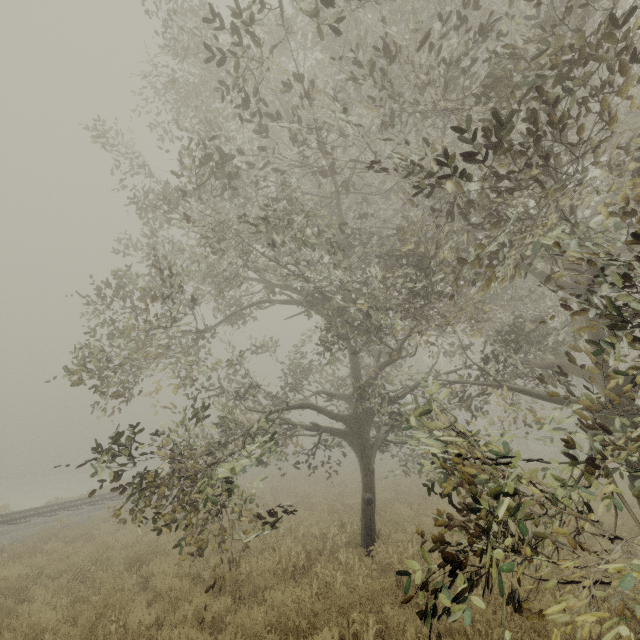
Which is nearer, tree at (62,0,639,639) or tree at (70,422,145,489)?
tree at (62,0,639,639)

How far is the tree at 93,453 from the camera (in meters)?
5.19

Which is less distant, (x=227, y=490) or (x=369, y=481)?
(x=227, y=490)

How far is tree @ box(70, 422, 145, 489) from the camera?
5.19m

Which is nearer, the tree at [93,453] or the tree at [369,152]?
the tree at [369,152]
